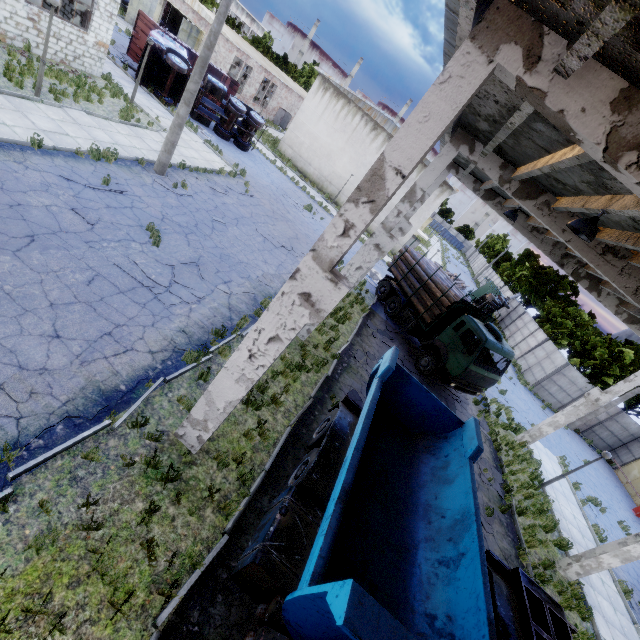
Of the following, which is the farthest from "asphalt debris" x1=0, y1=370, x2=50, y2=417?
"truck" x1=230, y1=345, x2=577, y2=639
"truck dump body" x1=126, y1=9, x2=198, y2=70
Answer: "truck dump body" x1=126, y1=9, x2=198, y2=70

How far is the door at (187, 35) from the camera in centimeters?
3092cm

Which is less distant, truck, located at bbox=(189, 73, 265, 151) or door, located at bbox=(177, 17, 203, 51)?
truck, located at bbox=(189, 73, 265, 151)

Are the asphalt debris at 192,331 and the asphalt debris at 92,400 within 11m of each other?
yes

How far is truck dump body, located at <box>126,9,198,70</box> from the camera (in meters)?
22.89

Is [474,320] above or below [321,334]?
above

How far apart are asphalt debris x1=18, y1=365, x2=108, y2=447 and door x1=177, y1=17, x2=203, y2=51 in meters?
38.8 m

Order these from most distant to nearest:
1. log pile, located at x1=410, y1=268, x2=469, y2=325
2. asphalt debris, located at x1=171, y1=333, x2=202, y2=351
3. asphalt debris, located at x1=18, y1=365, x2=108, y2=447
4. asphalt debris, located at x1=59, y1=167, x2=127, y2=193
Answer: log pile, located at x1=410, y1=268, x2=469, y2=325 → asphalt debris, located at x1=59, y1=167, x2=127, y2=193 → asphalt debris, located at x1=171, y1=333, x2=202, y2=351 → asphalt debris, located at x1=18, y1=365, x2=108, y2=447
